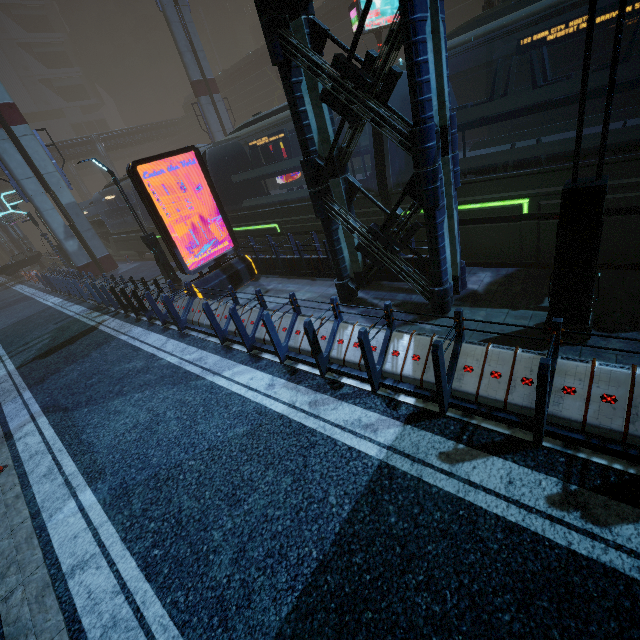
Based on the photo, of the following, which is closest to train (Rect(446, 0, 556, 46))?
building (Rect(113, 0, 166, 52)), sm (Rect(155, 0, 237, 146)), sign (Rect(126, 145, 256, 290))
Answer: building (Rect(113, 0, 166, 52))

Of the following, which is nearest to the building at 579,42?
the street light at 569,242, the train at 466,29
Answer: the street light at 569,242

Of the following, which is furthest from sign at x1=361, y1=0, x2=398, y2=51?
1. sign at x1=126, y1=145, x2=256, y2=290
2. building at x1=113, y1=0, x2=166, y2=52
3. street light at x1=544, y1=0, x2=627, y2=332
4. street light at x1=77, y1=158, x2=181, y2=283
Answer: street light at x1=544, y1=0, x2=627, y2=332

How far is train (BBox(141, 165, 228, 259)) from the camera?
15.3m

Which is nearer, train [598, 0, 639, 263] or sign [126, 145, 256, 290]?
train [598, 0, 639, 263]

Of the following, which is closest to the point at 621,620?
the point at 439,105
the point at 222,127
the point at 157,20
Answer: the point at 439,105

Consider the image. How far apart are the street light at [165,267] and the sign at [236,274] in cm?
347

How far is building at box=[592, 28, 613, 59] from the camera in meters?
20.4 m
